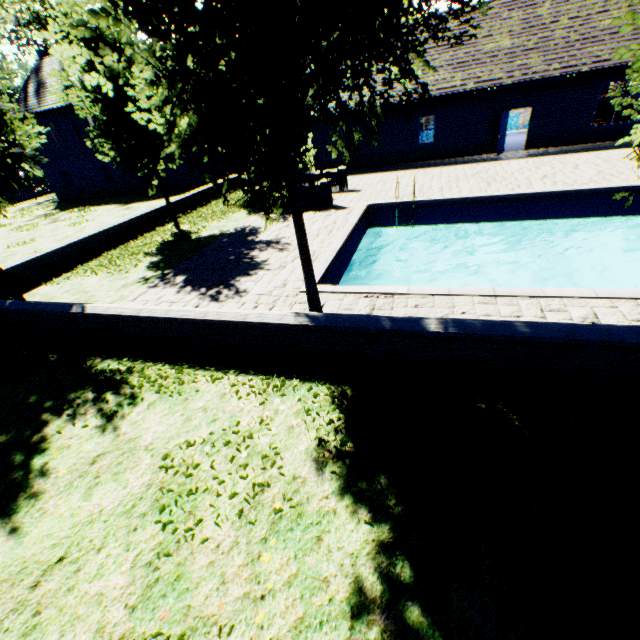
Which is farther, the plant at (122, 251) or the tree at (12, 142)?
the plant at (122, 251)

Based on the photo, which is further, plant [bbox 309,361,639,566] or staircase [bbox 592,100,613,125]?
staircase [bbox 592,100,613,125]

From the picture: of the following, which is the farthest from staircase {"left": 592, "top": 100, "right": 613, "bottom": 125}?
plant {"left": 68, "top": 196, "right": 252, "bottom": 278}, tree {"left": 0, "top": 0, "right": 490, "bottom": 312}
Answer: plant {"left": 68, "top": 196, "right": 252, "bottom": 278}

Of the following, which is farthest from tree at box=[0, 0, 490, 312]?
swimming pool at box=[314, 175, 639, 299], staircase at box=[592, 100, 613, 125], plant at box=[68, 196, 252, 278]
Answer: staircase at box=[592, 100, 613, 125]

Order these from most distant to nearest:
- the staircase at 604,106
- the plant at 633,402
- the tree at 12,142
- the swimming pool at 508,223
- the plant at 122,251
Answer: the staircase at 604,106 < the plant at 122,251 < the tree at 12,142 < the swimming pool at 508,223 < the plant at 633,402

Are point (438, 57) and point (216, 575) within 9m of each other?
no

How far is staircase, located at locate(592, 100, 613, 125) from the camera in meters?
21.5 m

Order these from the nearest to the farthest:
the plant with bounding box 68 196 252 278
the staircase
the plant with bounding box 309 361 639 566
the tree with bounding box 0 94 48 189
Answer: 1. the plant with bounding box 309 361 639 566
2. the tree with bounding box 0 94 48 189
3. the plant with bounding box 68 196 252 278
4. the staircase
